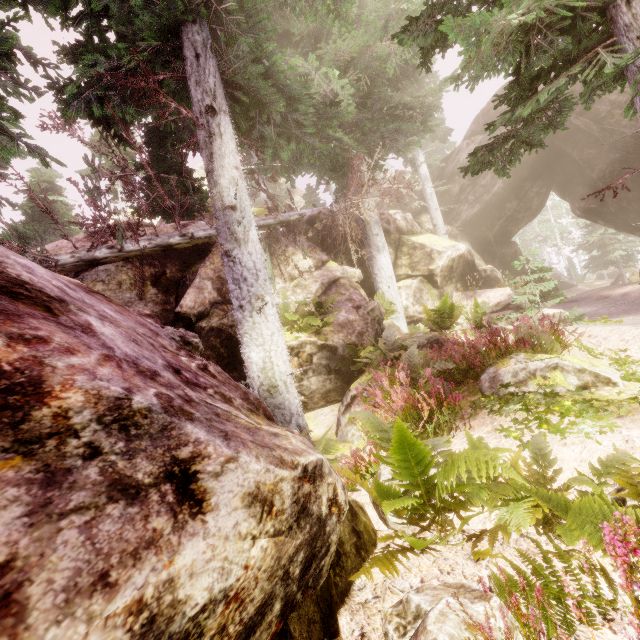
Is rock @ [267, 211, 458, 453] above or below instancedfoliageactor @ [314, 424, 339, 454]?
above

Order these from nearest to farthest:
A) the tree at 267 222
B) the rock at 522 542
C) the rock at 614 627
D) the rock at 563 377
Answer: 1. the rock at 614 627
2. the rock at 522 542
3. the rock at 563 377
4. the tree at 267 222

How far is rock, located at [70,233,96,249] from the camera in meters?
11.4 m

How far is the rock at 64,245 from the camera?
10.8 meters

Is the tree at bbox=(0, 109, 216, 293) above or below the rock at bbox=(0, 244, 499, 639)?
above

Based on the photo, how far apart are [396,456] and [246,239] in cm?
530

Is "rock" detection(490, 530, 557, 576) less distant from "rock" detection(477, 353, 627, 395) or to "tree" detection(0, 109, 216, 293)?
"tree" detection(0, 109, 216, 293)

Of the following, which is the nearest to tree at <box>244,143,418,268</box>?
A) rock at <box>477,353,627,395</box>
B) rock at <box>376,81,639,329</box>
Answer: rock at <box>376,81,639,329</box>
